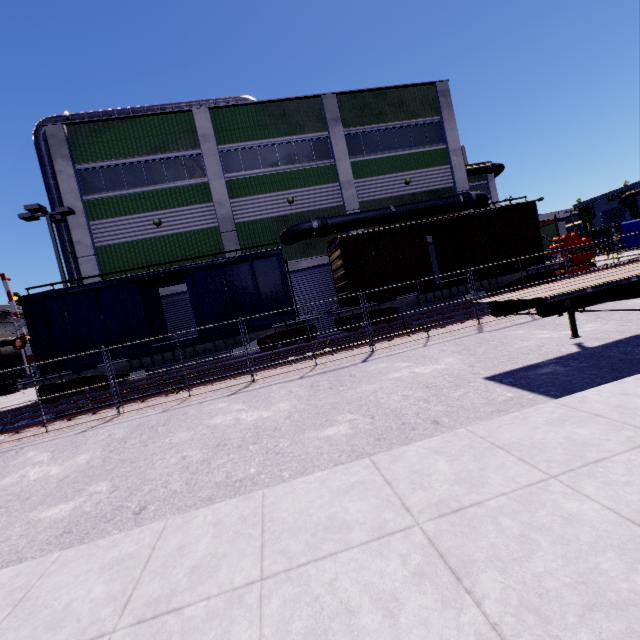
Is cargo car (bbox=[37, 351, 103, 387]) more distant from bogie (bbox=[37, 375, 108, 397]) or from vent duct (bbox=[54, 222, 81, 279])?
vent duct (bbox=[54, 222, 81, 279])

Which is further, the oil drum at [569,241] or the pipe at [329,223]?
the oil drum at [569,241]

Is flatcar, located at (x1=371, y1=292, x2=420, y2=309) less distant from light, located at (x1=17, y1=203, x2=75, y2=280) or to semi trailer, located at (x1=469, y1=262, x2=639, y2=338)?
semi trailer, located at (x1=469, y1=262, x2=639, y2=338)

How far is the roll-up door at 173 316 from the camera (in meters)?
19.31

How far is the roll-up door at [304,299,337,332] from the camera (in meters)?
20.78

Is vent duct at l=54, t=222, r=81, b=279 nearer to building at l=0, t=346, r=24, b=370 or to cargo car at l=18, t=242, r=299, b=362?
building at l=0, t=346, r=24, b=370

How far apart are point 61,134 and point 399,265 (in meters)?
20.08
